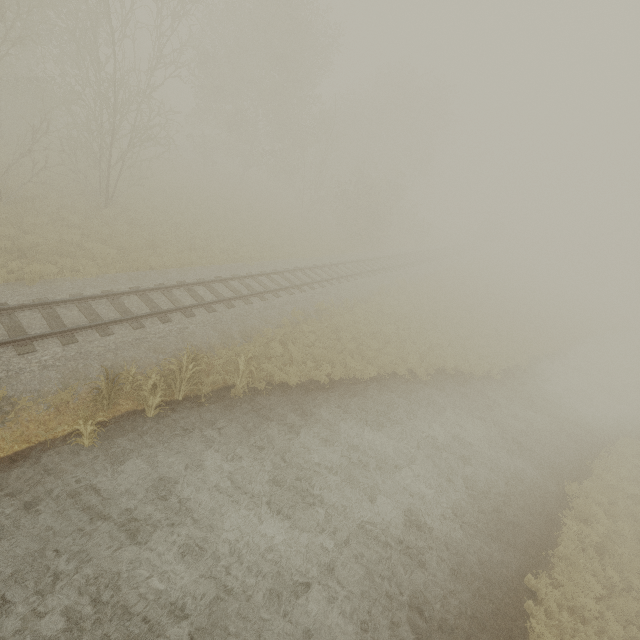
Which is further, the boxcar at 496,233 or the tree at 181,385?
the boxcar at 496,233

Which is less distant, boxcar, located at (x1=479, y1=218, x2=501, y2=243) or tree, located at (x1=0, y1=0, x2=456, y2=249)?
tree, located at (x1=0, y1=0, x2=456, y2=249)

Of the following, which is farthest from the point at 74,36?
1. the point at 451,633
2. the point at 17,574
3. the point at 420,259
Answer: the point at 420,259

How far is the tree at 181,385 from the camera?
7.70m

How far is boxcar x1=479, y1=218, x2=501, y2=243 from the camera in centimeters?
5853cm

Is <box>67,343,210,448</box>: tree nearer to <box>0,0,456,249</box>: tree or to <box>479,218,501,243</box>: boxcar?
<box>0,0,456,249</box>: tree

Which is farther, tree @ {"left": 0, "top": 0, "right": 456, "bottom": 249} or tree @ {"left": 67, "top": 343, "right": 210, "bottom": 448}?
tree @ {"left": 0, "top": 0, "right": 456, "bottom": 249}
